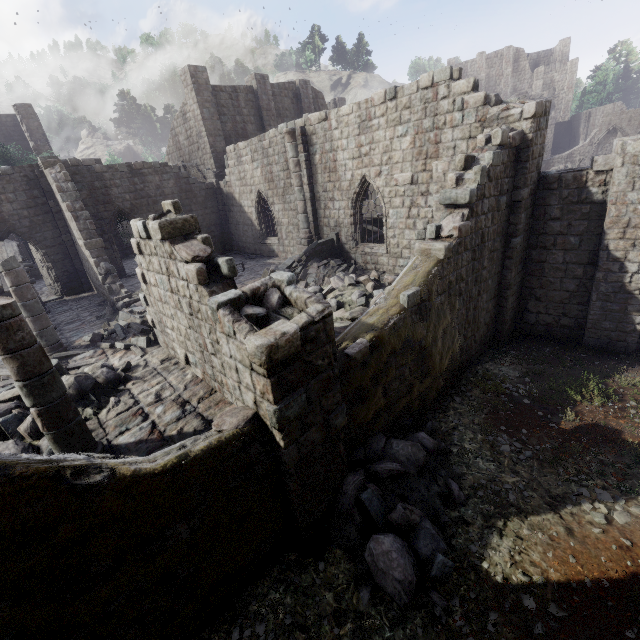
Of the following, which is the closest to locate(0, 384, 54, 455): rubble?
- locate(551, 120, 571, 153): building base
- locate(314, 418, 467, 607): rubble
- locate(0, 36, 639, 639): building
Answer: locate(0, 36, 639, 639): building

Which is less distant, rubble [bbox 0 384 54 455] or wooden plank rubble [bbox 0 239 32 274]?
rubble [bbox 0 384 54 455]

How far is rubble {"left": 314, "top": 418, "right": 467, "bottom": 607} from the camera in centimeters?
526cm

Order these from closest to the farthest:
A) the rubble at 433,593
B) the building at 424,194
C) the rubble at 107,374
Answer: the building at 424,194 < the rubble at 433,593 < the rubble at 107,374

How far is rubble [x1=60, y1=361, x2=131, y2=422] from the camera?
7.7 meters

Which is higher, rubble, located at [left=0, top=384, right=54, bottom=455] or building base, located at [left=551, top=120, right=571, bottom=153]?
building base, located at [left=551, top=120, right=571, bottom=153]

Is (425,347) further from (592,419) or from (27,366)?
(27,366)

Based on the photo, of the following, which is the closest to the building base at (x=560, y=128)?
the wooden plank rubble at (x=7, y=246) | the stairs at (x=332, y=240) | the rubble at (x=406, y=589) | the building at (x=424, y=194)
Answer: the building at (x=424, y=194)
